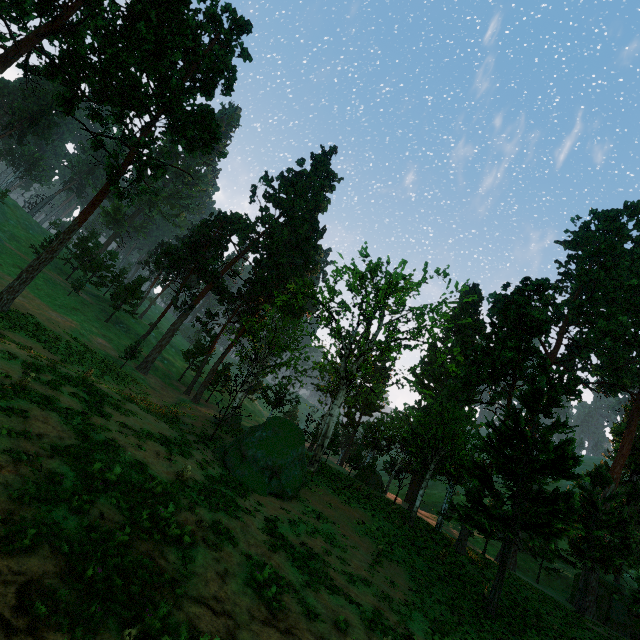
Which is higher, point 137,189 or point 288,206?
point 288,206

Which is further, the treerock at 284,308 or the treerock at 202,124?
the treerock at 202,124

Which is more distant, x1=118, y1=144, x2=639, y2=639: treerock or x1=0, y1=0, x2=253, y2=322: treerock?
x1=0, y1=0, x2=253, y2=322: treerock
